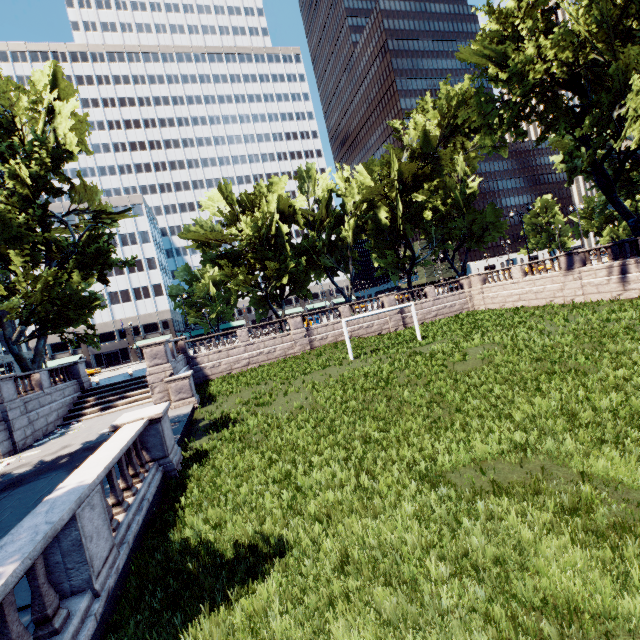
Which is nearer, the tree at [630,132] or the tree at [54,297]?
the tree at [630,132]

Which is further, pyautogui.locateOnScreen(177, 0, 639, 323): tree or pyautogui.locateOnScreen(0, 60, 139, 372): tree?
pyautogui.locateOnScreen(0, 60, 139, 372): tree

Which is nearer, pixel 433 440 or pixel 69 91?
pixel 433 440
